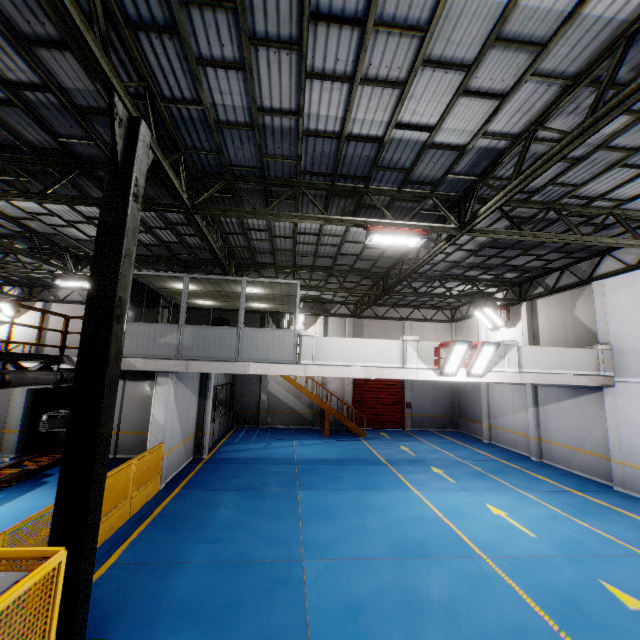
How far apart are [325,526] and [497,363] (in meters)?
8.30

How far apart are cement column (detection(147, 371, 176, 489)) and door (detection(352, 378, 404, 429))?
14.2 meters

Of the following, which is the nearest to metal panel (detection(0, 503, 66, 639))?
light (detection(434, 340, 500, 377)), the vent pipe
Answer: the vent pipe

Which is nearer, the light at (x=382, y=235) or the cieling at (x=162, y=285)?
the light at (x=382, y=235)

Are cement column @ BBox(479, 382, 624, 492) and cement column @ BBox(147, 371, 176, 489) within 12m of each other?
no

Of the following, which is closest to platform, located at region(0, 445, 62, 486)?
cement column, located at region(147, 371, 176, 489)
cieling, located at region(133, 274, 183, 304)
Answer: cement column, located at region(147, 371, 176, 489)

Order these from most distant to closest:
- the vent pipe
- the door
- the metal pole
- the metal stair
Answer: the door
the metal stair
the vent pipe
the metal pole

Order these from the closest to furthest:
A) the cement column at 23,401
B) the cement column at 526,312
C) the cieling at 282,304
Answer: the cieling at 282,304 < the cement column at 23,401 < the cement column at 526,312
